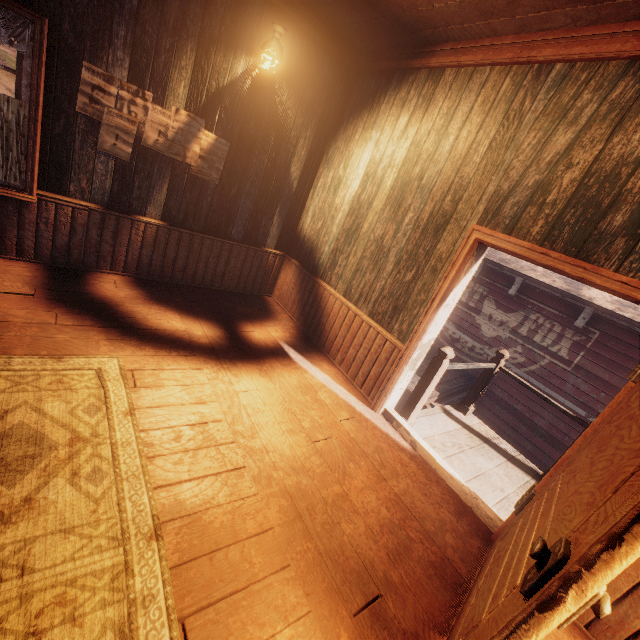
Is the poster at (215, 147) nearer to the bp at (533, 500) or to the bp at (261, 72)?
the bp at (261, 72)

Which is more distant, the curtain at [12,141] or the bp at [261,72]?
the bp at [261,72]

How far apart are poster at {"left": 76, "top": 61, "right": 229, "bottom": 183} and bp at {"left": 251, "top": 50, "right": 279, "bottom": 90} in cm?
87

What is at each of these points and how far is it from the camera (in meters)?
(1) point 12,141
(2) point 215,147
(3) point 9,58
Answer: (1) curtain, 3.27
(2) poster, 4.29
(3) z, 19.25

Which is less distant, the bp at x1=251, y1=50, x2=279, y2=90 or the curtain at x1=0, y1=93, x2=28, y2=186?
the curtain at x1=0, y1=93, x2=28, y2=186

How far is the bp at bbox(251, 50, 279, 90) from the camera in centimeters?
392cm

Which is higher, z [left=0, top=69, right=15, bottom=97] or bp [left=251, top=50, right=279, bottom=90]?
bp [left=251, top=50, right=279, bottom=90]

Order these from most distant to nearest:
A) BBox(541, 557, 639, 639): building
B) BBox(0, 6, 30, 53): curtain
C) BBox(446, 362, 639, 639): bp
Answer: BBox(0, 6, 30, 53): curtain < BBox(541, 557, 639, 639): building < BBox(446, 362, 639, 639): bp
